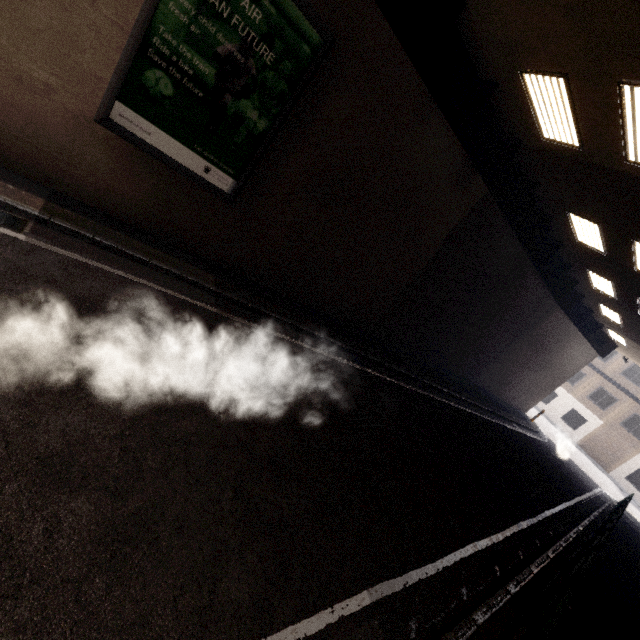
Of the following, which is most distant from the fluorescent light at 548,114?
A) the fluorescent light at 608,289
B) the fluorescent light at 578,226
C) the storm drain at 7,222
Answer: the storm drain at 7,222

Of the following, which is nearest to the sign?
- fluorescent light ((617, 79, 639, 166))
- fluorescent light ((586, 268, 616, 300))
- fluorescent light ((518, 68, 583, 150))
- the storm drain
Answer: the storm drain

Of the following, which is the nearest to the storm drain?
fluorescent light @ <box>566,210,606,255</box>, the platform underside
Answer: the platform underside

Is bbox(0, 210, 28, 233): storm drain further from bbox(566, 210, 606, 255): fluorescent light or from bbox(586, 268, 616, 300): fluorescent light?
bbox(586, 268, 616, 300): fluorescent light

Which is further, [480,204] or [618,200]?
[480,204]

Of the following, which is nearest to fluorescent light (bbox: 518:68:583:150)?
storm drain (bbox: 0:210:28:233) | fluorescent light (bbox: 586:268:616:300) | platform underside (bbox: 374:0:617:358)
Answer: platform underside (bbox: 374:0:617:358)

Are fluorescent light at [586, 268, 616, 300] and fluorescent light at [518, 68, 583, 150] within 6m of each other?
no

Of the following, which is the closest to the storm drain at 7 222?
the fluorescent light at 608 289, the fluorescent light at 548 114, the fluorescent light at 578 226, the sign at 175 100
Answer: the sign at 175 100
